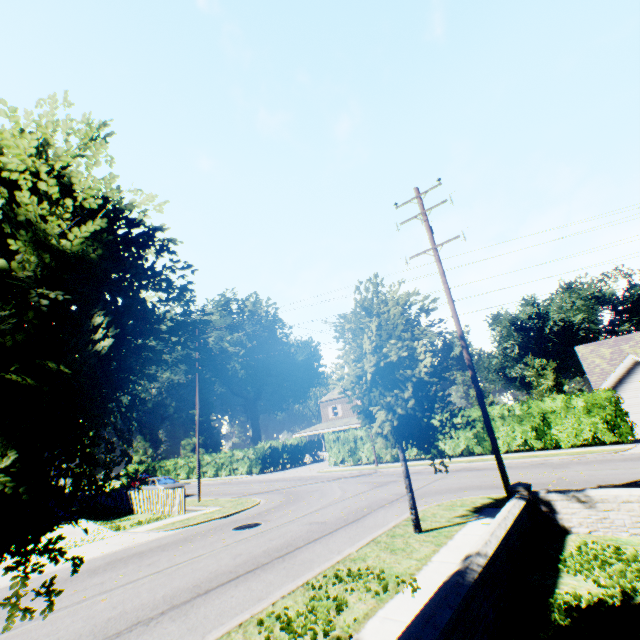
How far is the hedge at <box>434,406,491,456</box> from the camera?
22.5 meters

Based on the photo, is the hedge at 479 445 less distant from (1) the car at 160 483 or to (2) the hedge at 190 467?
(2) the hedge at 190 467

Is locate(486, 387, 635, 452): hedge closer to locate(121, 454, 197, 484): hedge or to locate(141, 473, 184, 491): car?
locate(121, 454, 197, 484): hedge

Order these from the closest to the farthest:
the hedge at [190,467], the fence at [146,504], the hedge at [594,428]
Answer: the fence at [146,504], the hedge at [594,428], the hedge at [190,467]

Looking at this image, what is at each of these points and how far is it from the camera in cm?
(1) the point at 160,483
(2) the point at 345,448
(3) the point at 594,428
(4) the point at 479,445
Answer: (1) car, 2516
(2) hedge, 2933
(3) hedge, 1892
(4) hedge, 2416

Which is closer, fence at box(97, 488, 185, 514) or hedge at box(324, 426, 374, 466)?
fence at box(97, 488, 185, 514)

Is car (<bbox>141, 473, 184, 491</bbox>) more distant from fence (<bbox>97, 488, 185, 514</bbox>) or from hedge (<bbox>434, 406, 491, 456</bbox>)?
hedge (<bbox>434, 406, 491, 456</bbox>)

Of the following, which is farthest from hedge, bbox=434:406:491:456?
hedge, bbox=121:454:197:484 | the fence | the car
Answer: the fence
